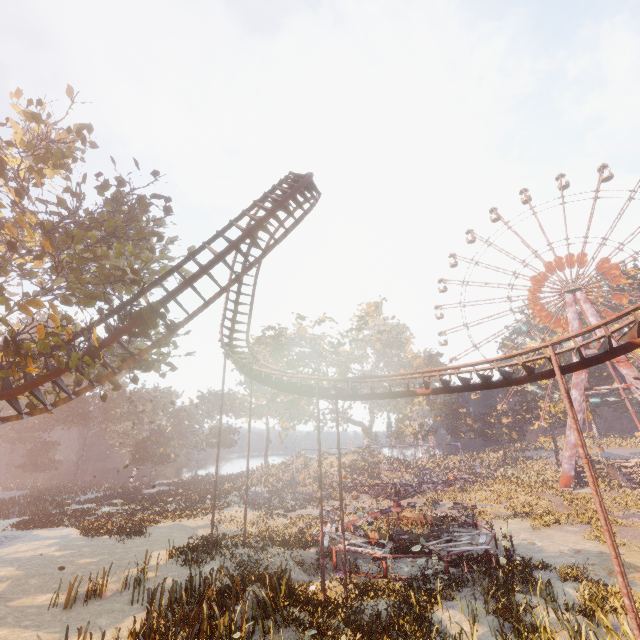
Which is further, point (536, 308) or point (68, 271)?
point (536, 308)

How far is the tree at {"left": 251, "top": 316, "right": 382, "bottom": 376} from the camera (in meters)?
48.12

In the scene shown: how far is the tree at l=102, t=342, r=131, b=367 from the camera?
13.95m

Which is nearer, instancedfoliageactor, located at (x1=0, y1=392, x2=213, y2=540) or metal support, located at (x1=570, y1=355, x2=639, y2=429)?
instancedfoliageactor, located at (x1=0, y1=392, x2=213, y2=540)

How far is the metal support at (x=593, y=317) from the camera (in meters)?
45.69

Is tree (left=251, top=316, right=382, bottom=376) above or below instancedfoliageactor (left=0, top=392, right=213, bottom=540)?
above

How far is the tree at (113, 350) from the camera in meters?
14.0 m

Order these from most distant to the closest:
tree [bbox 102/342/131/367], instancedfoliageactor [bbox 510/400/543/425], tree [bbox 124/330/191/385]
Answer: instancedfoliageactor [bbox 510/400/543/425] → tree [bbox 124/330/191/385] → tree [bbox 102/342/131/367]
